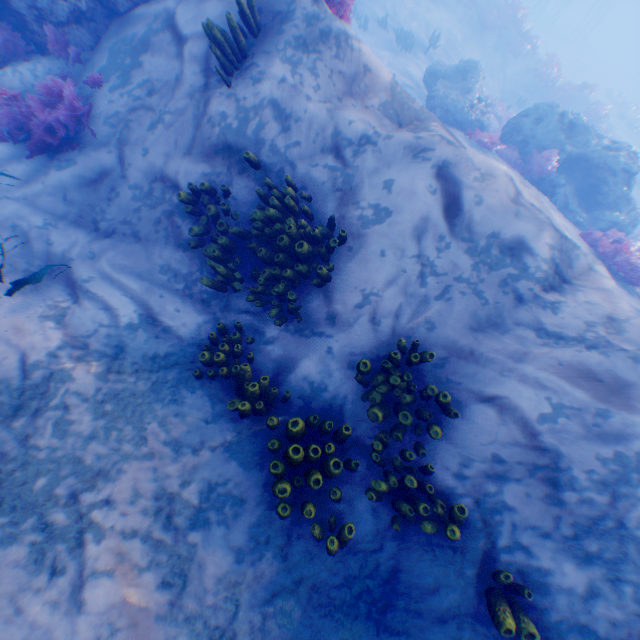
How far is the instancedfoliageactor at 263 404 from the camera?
4.2 meters

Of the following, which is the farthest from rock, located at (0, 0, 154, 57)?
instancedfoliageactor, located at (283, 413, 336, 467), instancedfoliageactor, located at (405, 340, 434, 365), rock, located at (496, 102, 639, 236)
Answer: rock, located at (496, 102, 639, 236)

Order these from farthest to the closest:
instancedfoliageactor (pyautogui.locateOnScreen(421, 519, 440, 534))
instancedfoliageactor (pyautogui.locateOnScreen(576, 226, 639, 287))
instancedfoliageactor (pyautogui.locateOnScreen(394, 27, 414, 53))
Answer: instancedfoliageactor (pyautogui.locateOnScreen(394, 27, 414, 53)) → instancedfoliageactor (pyautogui.locateOnScreen(576, 226, 639, 287)) → instancedfoliageactor (pyautogui.locateOnScreen(421, 519, 440, 534))

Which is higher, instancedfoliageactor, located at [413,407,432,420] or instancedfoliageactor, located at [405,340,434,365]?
instancedfoliageactor, located at [405,340,434,365]

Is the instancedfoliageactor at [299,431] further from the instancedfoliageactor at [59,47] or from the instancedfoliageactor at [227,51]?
the instancedfoliageactor at [59,47]

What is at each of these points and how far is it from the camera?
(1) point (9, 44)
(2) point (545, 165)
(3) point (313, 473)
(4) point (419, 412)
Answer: (1) instancedfoliageactor, 6.36m
(2) instancedfoliageactor, 10.92m
(3) instancedfoliageactor, 3.63m
(4) instancedfoliageactor, 4.18m

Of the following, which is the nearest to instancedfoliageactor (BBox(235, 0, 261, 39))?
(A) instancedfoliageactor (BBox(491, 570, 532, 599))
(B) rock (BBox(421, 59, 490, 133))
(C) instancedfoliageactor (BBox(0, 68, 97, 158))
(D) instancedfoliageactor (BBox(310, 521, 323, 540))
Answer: (C) instancedfoliageactor (BBox(0, 68, 97, 158))

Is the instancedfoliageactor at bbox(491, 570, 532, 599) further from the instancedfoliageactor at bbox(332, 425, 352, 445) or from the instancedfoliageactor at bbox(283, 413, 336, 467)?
the instancedfoliageactor at bbox(283, 413, 336, 467)
